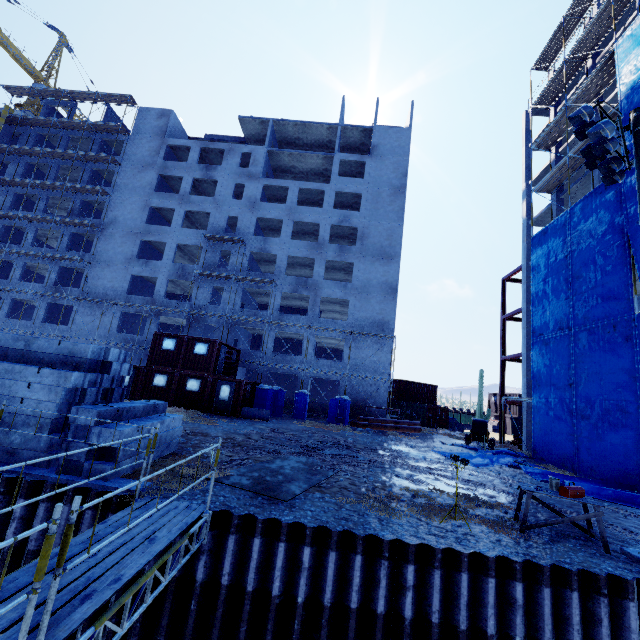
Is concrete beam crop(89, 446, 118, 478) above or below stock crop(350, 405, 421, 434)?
below

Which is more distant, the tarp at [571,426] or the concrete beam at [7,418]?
the tarp at [571,426]

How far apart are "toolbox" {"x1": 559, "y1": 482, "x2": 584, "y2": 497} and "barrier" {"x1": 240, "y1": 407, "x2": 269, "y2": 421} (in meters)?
17.58

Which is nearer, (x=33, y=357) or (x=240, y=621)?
(x=240, y=621)

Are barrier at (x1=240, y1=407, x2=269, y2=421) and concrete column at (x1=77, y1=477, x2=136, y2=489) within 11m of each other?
no

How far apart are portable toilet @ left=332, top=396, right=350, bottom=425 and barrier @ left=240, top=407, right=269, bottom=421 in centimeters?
612cm

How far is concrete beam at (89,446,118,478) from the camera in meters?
Answer: 7.2

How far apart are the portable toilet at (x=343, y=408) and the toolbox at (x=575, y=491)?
19.19m
